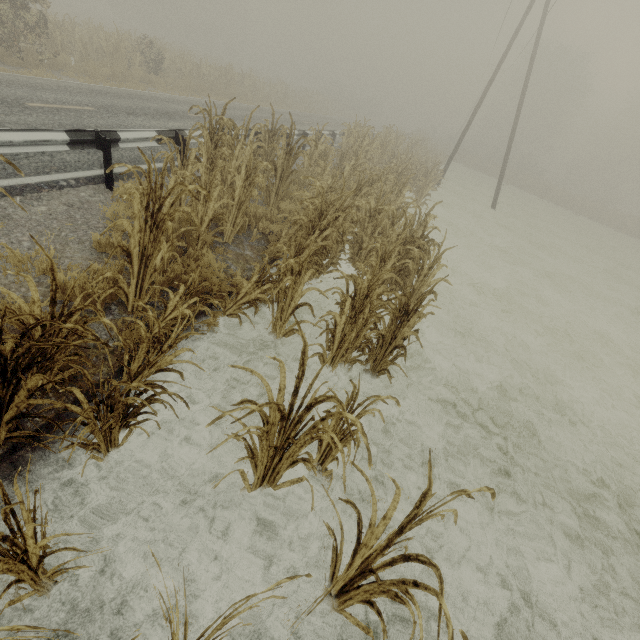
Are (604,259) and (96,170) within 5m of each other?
no

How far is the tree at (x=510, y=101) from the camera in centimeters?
4053cm

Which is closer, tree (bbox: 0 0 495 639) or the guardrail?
tree (bbox: 0 0 495 639)

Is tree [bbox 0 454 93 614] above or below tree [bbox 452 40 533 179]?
below

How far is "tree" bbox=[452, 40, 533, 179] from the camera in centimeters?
4053cm

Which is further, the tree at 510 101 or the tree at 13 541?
the tree at 510 101
